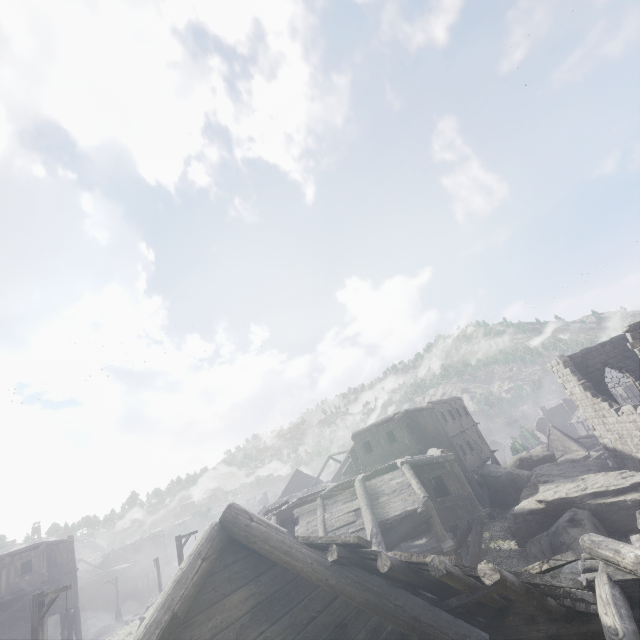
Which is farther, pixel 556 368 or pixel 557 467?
pixel 556 368

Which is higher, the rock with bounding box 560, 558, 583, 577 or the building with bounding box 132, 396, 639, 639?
the building with bounding box 132, 396, 639, 639

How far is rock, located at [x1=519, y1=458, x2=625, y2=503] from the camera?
19.4 meters

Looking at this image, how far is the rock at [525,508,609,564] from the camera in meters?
13.5 m

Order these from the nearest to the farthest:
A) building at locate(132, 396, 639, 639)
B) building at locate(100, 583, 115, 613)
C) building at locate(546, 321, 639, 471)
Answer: building at locate(132, 396, 639, 639)
building at locate(546, 321, 639, 471)
building at locate(100, 583, 115, 613)

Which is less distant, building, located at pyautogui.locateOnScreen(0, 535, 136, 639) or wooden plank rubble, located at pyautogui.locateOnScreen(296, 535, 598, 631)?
wooden plank rubble, located at pyautogui.locateOnScreen(296, 535, 598, 631)

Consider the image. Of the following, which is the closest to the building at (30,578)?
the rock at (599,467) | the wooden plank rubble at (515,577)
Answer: the wooden plank rubble at (515,577)

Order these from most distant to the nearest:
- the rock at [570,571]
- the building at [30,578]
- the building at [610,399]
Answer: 1. the building at [30,578]
2. the building at [610,399]
3. the rock at [570,571]
